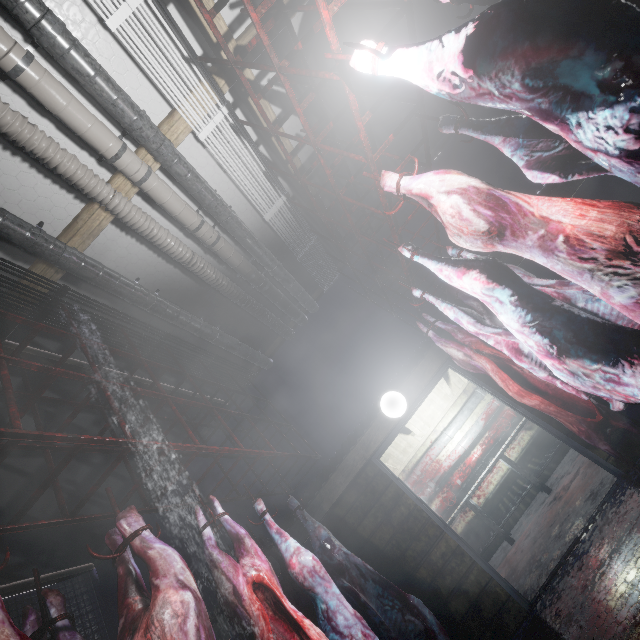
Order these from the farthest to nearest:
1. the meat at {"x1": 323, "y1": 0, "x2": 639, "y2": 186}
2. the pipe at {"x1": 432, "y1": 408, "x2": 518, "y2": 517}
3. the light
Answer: the pipe at {"x1": 432, "y1": 408, "x2": 518, "y2": 517}
the light
the meat at {"x1": 323, "y1": 0, "x2": 639, "y2": 186}

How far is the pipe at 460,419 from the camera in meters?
6.5 m

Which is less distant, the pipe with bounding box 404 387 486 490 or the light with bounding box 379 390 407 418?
the light with bounding box 379 390 407 418

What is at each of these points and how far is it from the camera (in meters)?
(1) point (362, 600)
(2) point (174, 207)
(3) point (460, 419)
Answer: (1) meat, 2.56
(2) pipe, 2.92
(3) pipe, 6.56

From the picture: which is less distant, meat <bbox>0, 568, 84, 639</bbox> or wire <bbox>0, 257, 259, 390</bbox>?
meat <bbox>0, 568, 84, 639</bbox>

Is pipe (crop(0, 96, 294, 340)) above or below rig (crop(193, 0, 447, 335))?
above

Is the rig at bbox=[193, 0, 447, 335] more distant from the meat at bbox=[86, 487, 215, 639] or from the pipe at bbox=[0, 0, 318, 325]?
the meat at bbox=[86, 487, 215, 639]

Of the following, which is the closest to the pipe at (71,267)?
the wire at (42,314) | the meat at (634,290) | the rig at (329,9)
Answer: the wire at (42,314)
